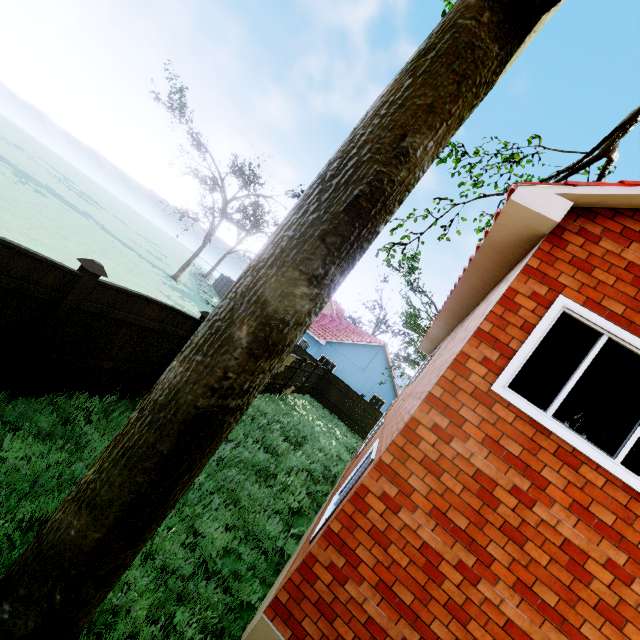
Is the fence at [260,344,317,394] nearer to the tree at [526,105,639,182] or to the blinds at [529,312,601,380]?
the tree at [526,105,639,182]

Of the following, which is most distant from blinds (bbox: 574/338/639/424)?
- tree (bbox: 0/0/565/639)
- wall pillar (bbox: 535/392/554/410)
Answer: tree (bbox: 0/0/565/639)

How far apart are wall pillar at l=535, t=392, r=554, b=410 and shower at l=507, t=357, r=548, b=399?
3.7m

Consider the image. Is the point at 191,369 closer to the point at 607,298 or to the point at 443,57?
the point at 443,57

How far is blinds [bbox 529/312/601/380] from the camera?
3.8 meters

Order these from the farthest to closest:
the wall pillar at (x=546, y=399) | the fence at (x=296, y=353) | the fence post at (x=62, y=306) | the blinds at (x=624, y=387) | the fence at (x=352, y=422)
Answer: the fence at (x=352, y=422) < the fence at (x=296, y=353) < the wall pillar at (x=546, y=399) < the fence post at (x=62, y=306) < the blinds at (x=624, y=387)

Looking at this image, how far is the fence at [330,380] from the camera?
21.9 meters

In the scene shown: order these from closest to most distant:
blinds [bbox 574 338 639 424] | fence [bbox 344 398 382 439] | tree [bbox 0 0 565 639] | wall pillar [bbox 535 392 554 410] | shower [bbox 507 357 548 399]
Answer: tree [bbox 0 0 565 639] < blinds [bbox 574 338 639 424] < shower [bbox 507 357 548 399] < wall pillar [bbox 535 392 554 410] < fence [bbox 344 398 382 439]
